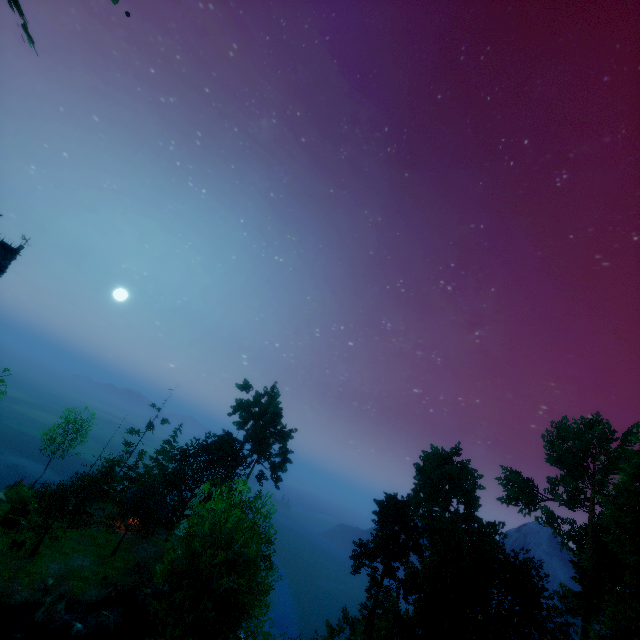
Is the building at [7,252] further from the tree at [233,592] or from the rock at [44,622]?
the rock at [44,622]

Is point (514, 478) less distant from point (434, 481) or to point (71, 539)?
point (434, 481)

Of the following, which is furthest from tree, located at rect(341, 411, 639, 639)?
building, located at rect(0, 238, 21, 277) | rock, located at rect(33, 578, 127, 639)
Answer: building, located at rect(0, 238, 21, 277)

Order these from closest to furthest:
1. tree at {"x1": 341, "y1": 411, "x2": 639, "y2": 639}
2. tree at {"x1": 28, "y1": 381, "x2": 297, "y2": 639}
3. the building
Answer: tree at {"x1": 28, "y1": 381, "x2": 297, "y2": 639}
the building
tree at {"x1": 341, "y1": 411, "x2": 639, "y2": 639}

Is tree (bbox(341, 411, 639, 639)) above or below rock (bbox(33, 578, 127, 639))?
above

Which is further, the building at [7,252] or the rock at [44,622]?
the rock at [44,622]
